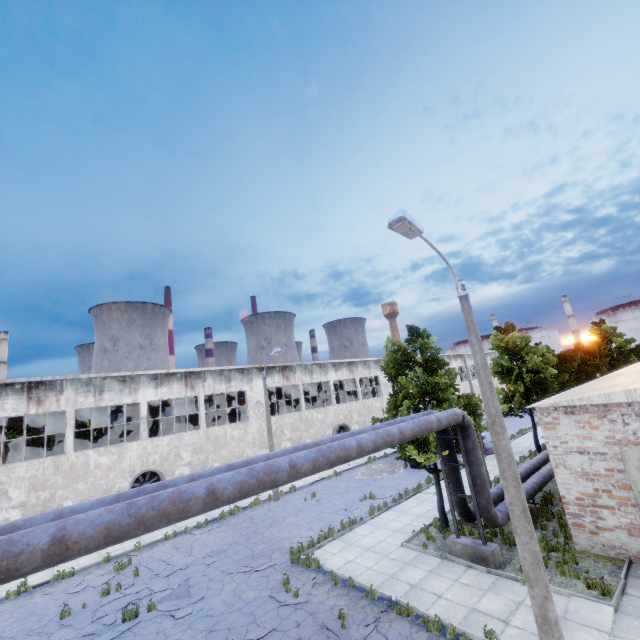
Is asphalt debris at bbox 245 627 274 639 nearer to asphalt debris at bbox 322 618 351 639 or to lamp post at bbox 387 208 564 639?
asphalt debris at bbox 322 618 351 639

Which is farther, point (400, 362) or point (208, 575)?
point (400, 362)

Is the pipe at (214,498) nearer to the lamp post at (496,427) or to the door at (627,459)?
the lamp post at (496,427)

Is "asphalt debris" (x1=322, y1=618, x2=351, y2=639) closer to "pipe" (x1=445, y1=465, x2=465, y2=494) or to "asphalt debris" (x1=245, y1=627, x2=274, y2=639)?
"asphalt debris" (x1=245, y1=627, x2=274, y2=639)

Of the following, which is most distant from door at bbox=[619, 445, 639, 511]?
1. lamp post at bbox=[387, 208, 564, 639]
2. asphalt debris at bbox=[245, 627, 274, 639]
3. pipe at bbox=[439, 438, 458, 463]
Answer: asphalt debris at bbox=[245, 627, 274, 639]

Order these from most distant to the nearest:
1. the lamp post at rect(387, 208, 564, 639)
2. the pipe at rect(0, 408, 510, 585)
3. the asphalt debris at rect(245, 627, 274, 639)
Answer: the asphalt debris at rect(245, 627, 274, 639)
the lamp post at rect(387, 208, 564, 639)
the pipe at rect(0, 408, 510, 585)

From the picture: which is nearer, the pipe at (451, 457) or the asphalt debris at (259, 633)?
the asphalt debris at (259, 633)

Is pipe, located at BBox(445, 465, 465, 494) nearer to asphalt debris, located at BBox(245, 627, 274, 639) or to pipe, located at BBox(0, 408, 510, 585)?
pipe, located at BBox(0, 408, 510, 585)
